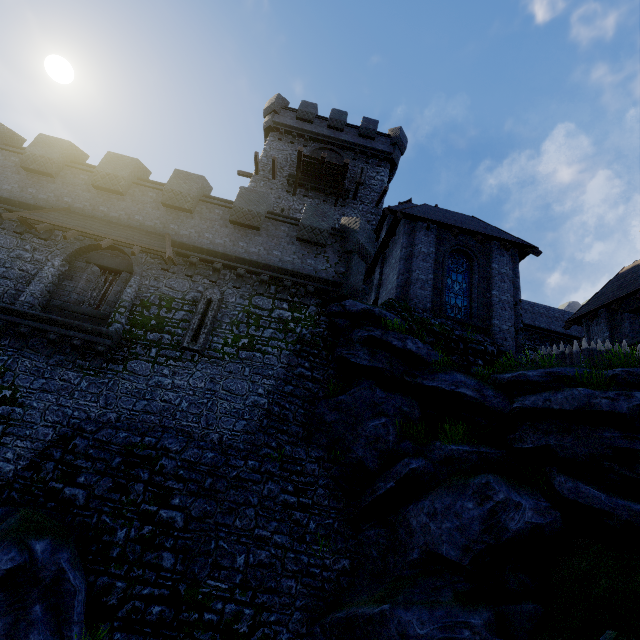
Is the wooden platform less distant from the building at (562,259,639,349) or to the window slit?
the window slit

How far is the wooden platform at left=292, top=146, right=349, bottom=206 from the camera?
21.2m

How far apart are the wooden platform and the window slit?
12.30m

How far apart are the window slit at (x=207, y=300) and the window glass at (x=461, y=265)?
9.5m

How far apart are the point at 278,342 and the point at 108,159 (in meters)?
10.97

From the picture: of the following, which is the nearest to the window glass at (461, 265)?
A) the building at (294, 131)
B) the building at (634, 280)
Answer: the building at (294, 131)

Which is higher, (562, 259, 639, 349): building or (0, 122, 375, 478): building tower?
(562, 259, 639, 349): building

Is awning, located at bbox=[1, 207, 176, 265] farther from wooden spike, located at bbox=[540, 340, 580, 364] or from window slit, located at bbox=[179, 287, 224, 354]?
wooden spike, located at bbox=[540, 340, 580, 364]
